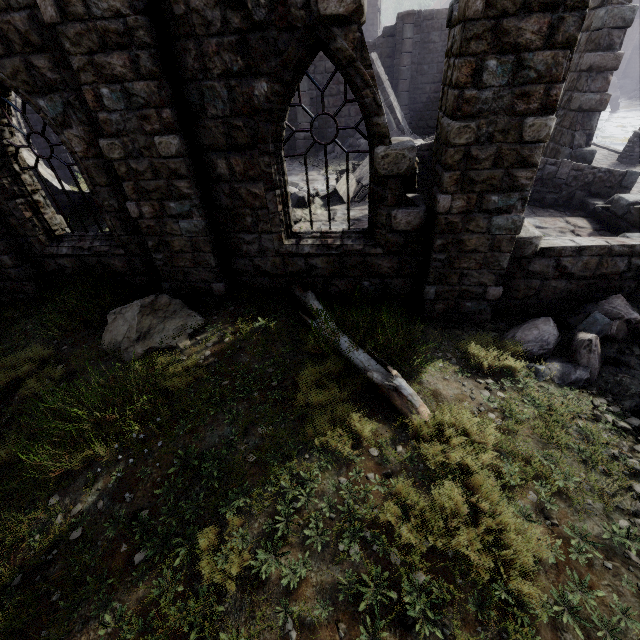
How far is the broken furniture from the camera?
11.1m

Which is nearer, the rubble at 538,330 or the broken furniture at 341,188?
the rubble at 538,330

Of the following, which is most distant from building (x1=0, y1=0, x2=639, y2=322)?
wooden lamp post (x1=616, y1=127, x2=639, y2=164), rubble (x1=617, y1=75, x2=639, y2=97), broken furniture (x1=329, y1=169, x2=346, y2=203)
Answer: wooden lamp post (x1=616, y1=127, x2=639, y2=164)

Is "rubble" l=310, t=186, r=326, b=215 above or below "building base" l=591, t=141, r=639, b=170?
above

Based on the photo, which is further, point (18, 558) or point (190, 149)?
point (190, 149)

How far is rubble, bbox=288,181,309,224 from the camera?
10.0m

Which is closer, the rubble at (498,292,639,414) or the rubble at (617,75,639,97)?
the rubble at (498,292,639,414)

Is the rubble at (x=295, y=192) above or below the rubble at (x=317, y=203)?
above
